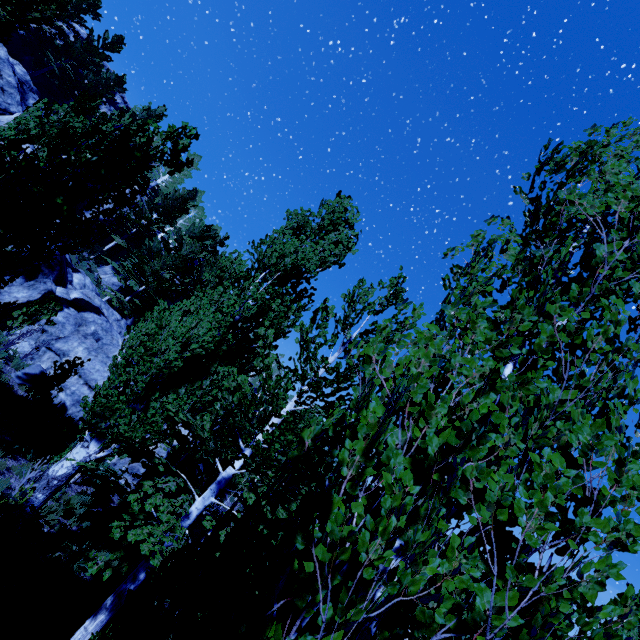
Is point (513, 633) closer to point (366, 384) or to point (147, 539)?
point (366, 384)

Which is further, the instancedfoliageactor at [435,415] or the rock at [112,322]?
the rock at [112,322]

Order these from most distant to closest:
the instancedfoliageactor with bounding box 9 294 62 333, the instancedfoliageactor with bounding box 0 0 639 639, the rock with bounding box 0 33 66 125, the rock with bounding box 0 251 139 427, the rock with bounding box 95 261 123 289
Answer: the rock with bounding box 95 261 123 289 → the rock with bounding box 0 33 66 125 → the rock with bounding box 0 251 139 427 → the instancedfoliageactor with bounding box 9 294 62 333 → the instancedfoliageactor with bounding box 0 0 639 639

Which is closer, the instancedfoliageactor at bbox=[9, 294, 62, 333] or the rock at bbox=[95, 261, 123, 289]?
the instancedfoliageactor at bbox=[9, 294, 62, 333]

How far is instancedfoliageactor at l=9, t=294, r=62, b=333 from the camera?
11.75m

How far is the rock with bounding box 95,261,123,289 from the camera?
28.2m
